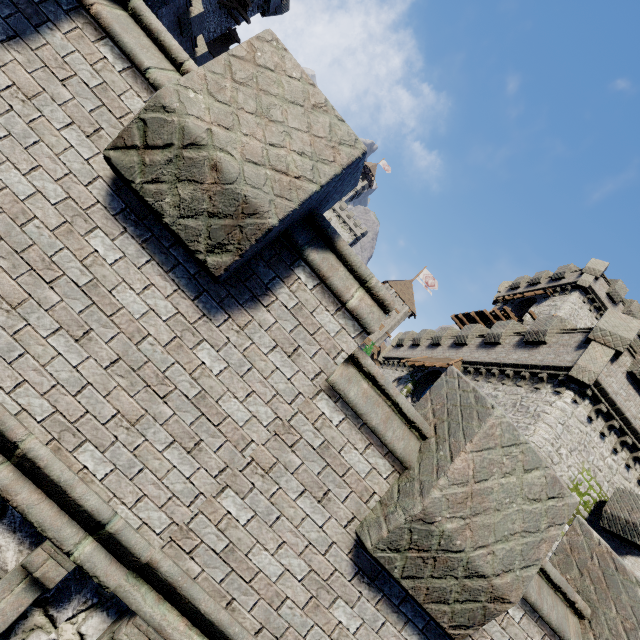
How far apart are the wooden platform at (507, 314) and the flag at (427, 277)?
21.12m

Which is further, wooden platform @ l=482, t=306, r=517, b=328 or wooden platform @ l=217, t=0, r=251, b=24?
wooden platform @ l=482, t=306, r=517, b=328

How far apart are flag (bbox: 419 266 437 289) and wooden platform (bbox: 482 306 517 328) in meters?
21.1 m

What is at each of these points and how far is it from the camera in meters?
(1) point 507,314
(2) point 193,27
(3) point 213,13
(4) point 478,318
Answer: (1) wooden platform, 31.3
(2) building tower, 22.0
(3) building, 30.2
(4) walkway, 35.7

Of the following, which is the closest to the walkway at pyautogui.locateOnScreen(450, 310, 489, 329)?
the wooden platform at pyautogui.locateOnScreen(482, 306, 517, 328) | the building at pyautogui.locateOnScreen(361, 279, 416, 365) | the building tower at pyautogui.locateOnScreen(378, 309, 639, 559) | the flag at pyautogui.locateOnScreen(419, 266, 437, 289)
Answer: the wooden platform at pyautogui.locateOnScreen(482, 306, 517, 328)

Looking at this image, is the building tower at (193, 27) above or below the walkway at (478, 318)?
below

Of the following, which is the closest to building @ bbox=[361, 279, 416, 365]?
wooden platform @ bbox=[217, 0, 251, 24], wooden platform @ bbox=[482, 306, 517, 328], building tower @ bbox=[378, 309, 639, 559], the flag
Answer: the flag

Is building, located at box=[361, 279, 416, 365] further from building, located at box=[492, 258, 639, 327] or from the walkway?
building, located at box=[492, 258, 639, 327]
